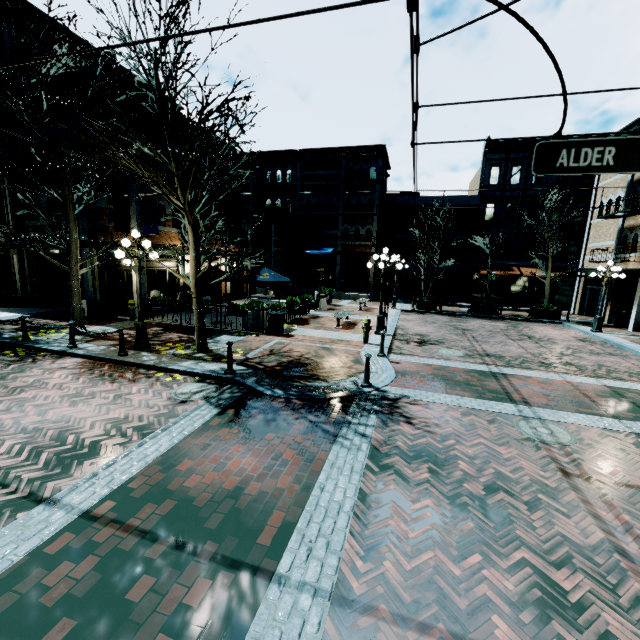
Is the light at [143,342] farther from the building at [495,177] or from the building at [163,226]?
the building at [495,177]

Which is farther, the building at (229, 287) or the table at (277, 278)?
the building at (229, 287)

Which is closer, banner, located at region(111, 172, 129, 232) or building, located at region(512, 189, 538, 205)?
banner, located at region(111, 172, 129, 232)

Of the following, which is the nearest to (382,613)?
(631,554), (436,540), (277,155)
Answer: (436,540)

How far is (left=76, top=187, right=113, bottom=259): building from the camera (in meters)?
14.45

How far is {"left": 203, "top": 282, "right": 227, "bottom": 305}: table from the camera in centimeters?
1438cm

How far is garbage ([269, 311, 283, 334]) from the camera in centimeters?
1278cm

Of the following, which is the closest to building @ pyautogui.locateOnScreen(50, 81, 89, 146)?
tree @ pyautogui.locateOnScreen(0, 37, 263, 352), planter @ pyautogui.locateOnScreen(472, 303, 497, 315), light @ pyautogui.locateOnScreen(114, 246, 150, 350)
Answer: tree @ pyautogui.locateOnScreen(0, 37, 263, 352)
